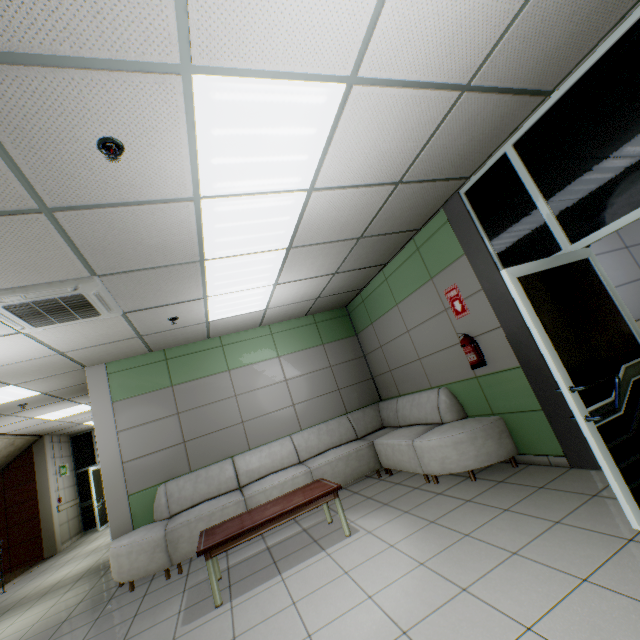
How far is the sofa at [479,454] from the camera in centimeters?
397cm

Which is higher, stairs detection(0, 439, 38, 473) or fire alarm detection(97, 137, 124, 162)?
fire alarm detection(97, 137, 124, 162)

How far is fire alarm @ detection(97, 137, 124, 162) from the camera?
1.88m

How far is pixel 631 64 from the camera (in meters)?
2.36

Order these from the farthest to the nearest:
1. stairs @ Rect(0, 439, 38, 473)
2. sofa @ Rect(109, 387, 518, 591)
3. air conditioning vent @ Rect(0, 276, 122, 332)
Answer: stairs @ Rect(0, 439, 38, 473)
sofa @ Rect(109, 387, 518, 591)
air conditioning vent @ Rect(0, 276, 122, 332)

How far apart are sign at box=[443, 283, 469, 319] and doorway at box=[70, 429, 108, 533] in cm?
1193

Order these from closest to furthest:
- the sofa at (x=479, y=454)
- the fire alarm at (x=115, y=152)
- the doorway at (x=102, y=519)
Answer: the fire alarm at (x=115, y=152) → the sofa at (x=479, y=454) → the doorway at (x=102, y=519)

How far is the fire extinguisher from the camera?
4.0 meters
